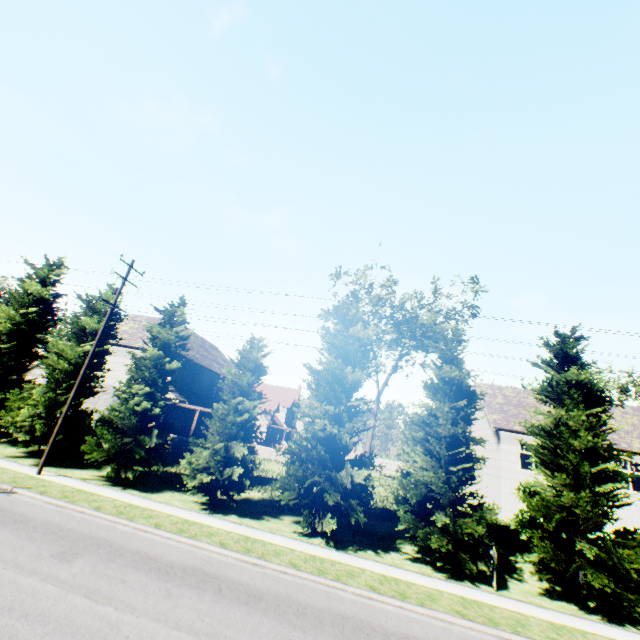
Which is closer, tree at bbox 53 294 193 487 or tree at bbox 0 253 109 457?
tree at bbox 53 294 193 487

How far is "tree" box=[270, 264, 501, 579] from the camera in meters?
13.8 m

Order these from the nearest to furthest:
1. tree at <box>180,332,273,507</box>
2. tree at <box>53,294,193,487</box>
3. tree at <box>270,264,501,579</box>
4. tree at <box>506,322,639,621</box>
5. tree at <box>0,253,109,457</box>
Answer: tree at <box>506,322,639,621</box> → tree at <box>270,264,501,579</box> → tree at <box>180,332,273,507</box> → tree at <box>53,294,193,487</box> → tree at <box>0,253,109,457</box>

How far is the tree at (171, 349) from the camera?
16.9 meters

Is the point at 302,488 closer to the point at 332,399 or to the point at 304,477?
the point at 304,477

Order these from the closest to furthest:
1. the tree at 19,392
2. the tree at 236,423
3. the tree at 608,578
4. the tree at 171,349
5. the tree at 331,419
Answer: the tree at 608,578 → the tree at 331,419 → the tree at 236,423 → the tree at 171,349 → the tree at 19,392
